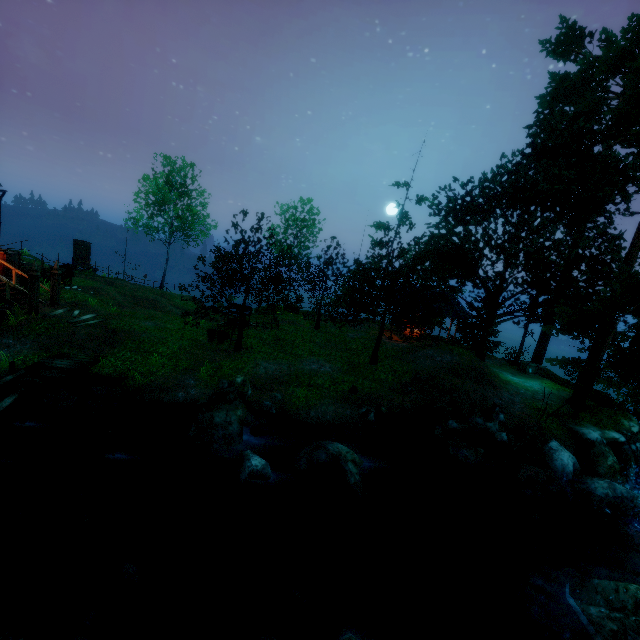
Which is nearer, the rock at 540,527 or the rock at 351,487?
the rock at 351,487

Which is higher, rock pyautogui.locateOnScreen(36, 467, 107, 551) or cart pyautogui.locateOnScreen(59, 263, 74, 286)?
cart pyautogui.locateOnScreen(59, 263, 74, 286)

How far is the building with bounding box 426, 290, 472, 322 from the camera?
23.0m

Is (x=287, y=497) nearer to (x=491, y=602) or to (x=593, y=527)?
(x=491, y=602)

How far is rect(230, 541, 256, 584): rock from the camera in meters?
8.1

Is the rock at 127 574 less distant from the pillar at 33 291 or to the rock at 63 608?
the rock at 63 608

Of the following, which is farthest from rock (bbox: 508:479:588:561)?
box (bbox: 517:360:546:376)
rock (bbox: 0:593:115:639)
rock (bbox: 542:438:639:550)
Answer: box (bbox: 517:360:546:376)

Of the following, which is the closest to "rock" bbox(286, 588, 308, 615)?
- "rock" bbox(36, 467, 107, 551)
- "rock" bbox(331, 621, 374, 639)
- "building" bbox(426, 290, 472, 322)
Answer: "rock" bbox(331, 621, 374, 639)
